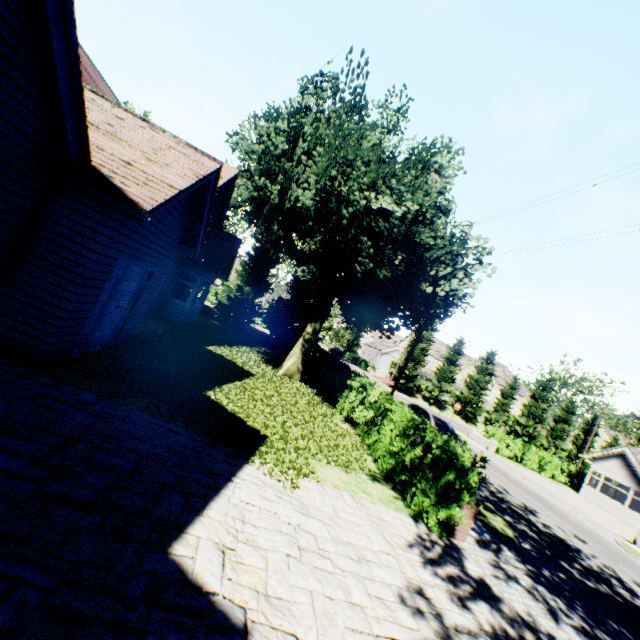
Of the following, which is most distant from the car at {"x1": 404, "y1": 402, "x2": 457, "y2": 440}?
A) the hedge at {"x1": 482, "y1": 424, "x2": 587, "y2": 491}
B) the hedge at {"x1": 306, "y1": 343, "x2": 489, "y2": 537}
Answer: the hedge at {"x1": 482, "y1": 424, "x2": 587, "y2": 491}

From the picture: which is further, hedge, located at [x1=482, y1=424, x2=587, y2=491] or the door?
hedge, located at [x1=482, y1=424, x2=587, y2=491]

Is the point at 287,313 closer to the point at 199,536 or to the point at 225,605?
the point at 199,536

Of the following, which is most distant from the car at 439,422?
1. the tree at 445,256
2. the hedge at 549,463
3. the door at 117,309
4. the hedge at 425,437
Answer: the hedge at 549,463

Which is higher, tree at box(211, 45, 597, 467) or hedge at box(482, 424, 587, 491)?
tree at box(211, 45, 597, 467)

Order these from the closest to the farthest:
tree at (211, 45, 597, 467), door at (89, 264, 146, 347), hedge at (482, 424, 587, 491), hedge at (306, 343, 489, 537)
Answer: hedge at (306, 343, 489, 537), door at (89, 264, 146, 347), tree at (211, 45, 597, 467), hedge at (482, 424, 587, 491)

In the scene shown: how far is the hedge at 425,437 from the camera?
6.5m

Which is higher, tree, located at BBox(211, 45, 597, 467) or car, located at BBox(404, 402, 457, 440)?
tree, located at BBox(211, 45, 597, 467)
